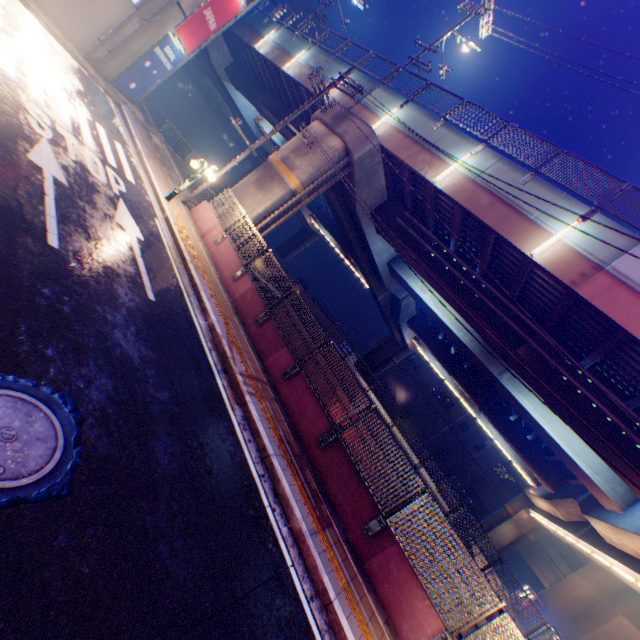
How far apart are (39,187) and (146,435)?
5.40m

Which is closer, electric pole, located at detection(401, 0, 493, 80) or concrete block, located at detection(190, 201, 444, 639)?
concrete block, located at detection(190, 201, 444, 639)

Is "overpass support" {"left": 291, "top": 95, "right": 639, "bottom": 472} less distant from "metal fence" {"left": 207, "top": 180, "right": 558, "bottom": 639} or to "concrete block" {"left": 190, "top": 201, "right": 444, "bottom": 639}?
"metal fence" {"left": 207, "top": 180, "right": 558, "bottom": 639}

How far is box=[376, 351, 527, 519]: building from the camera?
42.2 meters

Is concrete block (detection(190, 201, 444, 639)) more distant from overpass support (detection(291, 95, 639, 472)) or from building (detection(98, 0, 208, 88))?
building (detection(98, 0, 208, 88))

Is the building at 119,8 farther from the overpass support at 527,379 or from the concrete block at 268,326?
the concrete block at 268,326

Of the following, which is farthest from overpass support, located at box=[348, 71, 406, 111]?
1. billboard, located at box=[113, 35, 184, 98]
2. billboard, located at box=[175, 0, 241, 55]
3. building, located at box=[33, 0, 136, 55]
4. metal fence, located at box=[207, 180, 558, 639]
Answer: billboard, located at box=[113, 35, 184, 98]

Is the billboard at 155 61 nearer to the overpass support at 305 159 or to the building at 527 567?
the overpass support at 305 159
